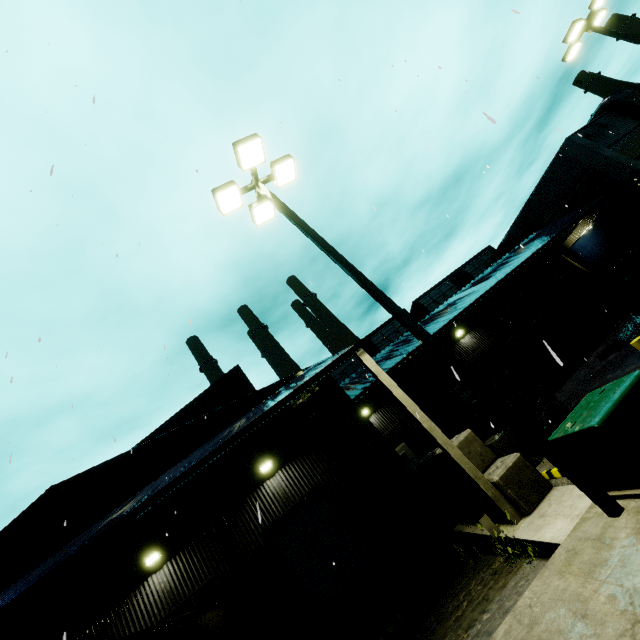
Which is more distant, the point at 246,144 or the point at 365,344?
the point at 365,344

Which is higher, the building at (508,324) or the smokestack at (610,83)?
the smokestack at (610,83)

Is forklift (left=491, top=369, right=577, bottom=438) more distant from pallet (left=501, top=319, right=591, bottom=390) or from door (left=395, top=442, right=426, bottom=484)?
door (left=395, top=442, right=426, bottom=484)

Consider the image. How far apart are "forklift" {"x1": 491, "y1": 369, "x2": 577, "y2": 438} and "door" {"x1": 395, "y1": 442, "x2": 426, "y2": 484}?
9.6m

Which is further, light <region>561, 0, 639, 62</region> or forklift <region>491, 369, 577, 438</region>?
light <region>561, 0, 639, 62</region>

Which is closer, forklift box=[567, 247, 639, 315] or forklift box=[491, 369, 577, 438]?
forklift box=[491, 369, 577, 438]

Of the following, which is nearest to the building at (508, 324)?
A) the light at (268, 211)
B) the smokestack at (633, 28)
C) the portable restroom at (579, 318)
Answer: the portable restroom at (579, 318)

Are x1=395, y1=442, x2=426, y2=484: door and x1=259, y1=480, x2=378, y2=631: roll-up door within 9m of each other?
yes
